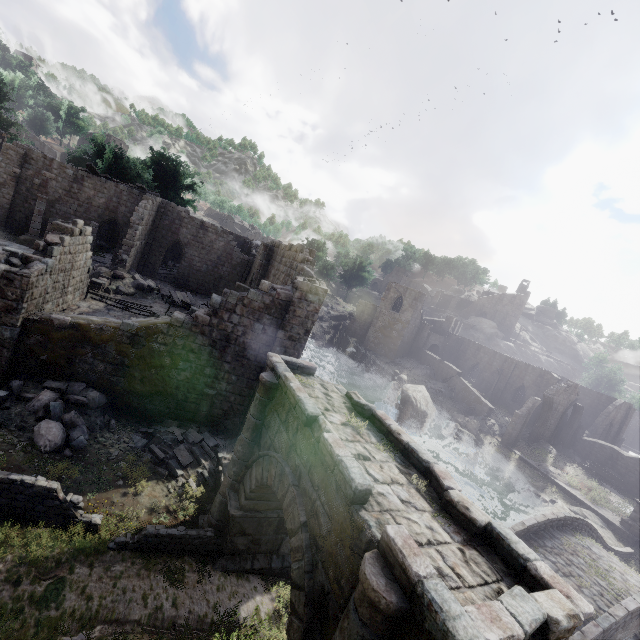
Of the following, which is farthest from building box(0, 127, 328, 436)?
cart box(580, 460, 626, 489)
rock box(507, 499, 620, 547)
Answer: rock box(507, 499, 620, 547)

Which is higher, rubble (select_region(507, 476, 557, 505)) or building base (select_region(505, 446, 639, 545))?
building base (select_region(505, 446, 639, 545))

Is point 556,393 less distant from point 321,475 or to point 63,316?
point 321,475

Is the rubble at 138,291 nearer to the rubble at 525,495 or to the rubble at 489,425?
the rubble at 525,495

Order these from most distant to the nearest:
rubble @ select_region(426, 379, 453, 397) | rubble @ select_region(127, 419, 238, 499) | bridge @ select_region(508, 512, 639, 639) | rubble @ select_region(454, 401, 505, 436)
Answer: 1. rubble @ select_region(426, 379, 453, 397)
2. rubble @ select_region(454, 401, 505, 436)
3. bridge @ select_region(508, 512, 639, 639)
4. rubble @ select_region(127, 419, 238, 499)

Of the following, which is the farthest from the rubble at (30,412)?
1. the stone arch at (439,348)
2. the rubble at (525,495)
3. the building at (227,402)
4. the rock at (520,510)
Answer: A: the stone arch at (439,348)

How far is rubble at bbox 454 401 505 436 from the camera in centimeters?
3491cm

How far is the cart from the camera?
31.1m
